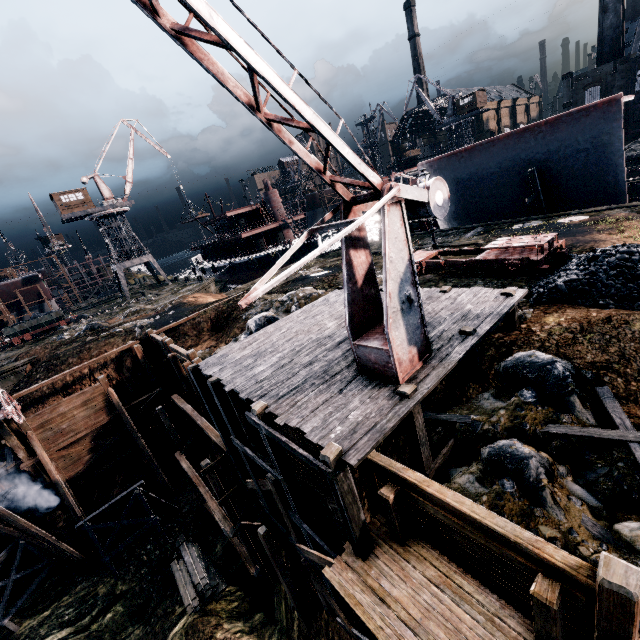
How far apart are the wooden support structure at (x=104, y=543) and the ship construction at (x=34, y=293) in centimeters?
5229cm

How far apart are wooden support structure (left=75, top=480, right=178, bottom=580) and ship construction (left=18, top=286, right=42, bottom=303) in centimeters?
5229cm

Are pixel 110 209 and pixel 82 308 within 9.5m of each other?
no

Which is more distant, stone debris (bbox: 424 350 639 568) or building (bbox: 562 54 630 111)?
building (bbox: 562 54 630 111)

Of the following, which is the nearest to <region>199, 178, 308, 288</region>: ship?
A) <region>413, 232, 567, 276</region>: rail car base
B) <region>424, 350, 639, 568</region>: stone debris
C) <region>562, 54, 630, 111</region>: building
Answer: <region>413, 232, 567, 276</region>: rail car base

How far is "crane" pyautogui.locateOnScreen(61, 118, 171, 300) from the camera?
49.56m

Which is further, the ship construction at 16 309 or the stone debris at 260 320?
the ship construction at 16 309

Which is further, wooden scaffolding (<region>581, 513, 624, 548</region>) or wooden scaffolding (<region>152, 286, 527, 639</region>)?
wooden scaffolding (<region>152, 286, 527, 639</region>)
